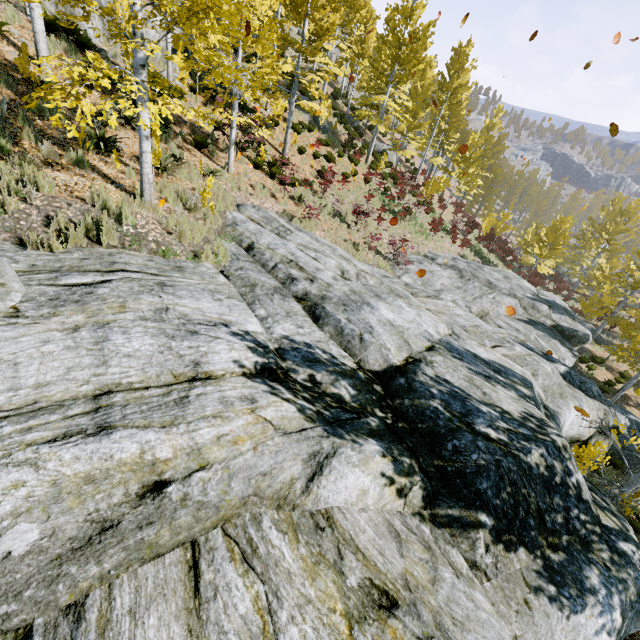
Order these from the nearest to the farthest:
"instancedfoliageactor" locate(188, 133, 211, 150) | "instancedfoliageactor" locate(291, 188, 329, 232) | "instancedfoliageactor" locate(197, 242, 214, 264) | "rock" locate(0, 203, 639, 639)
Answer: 1. "rock" locate(0, 203, 639, 639)
2. "instancedfoliageactor" locate(197, 242, 214, 264)
3. "instancedfoliageactor" locate(188, 133, 211, 150)
4. "instancedfoliageactor" locate(291, 188, 329, 232)

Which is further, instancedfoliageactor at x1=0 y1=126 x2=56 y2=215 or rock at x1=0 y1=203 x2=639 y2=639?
instancedfoliageactor at x1=0 y1=126 x2=56 y2=215

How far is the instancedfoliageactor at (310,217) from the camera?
11.9 meters

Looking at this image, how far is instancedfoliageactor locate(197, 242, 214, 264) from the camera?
6.0m

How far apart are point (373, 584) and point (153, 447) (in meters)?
1.87

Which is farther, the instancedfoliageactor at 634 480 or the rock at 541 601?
the instancedfoliageactor at 634 480
